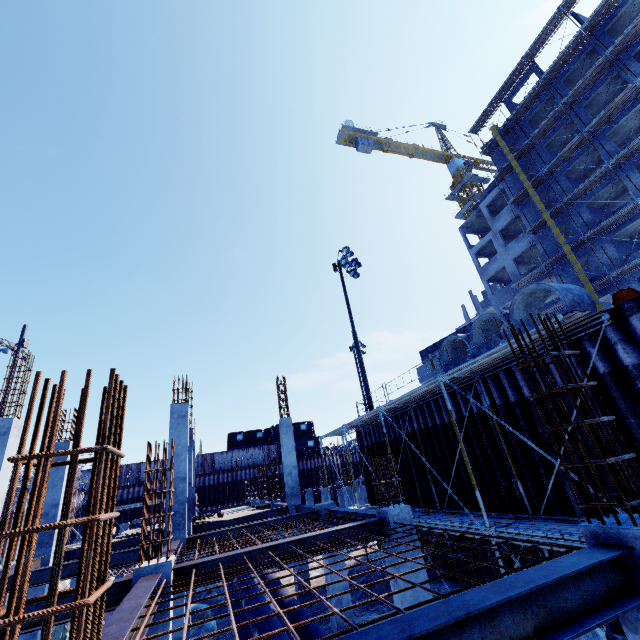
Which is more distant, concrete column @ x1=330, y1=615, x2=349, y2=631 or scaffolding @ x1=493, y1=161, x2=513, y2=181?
scaffolding @ x1=493, y1=161, x2=513, y2=181

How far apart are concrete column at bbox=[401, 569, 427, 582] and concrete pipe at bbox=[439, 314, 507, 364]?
5.4 meters

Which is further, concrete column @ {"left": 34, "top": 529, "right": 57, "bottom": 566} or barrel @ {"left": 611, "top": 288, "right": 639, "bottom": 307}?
concrete column @ {"left": 34, "top": 529, "right": 57, "bottom": 566}

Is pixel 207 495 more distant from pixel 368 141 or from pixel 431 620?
pixel 368 141

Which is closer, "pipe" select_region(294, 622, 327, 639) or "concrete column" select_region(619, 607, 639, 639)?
"concrete column" select_region(619, 607, 639, 639)

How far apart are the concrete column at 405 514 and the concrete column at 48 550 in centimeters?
1326cm

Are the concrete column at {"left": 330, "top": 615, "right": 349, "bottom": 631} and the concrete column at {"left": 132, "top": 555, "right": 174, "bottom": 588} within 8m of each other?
yes

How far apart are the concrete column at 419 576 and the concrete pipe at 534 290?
5.42m
